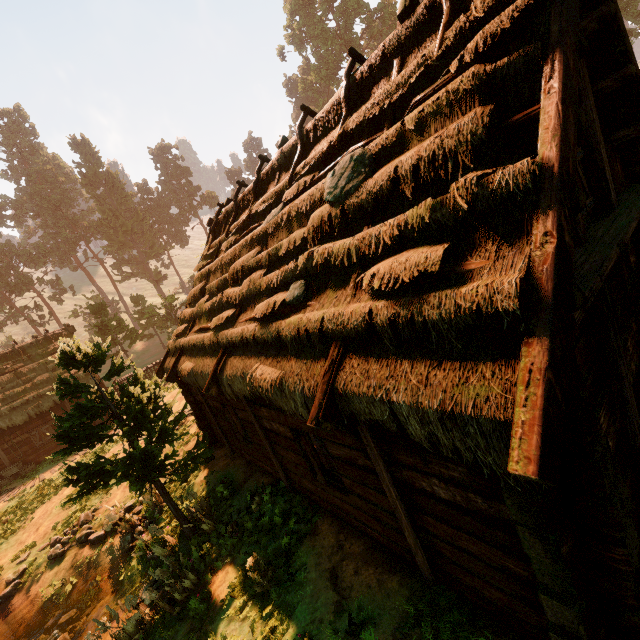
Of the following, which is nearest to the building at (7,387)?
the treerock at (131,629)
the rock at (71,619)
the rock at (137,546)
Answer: the rock at (137,546)

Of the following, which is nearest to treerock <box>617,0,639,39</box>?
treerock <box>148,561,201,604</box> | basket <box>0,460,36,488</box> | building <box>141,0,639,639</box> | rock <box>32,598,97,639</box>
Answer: building <box>141,0,639,639</box>

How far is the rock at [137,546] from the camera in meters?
9.4

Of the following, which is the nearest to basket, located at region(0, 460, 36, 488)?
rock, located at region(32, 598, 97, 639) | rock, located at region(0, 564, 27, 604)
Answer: rock, located at region(0, 564, 27, 604)

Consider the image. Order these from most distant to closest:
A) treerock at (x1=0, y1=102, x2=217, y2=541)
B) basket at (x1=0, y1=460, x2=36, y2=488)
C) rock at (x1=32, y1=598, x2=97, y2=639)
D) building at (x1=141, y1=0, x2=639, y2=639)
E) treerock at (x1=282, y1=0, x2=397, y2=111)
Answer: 1. treerock at (x1=282, y1=0, x2=397, y2=111)
2. basket at (x1=0, y1=460, x2=36, y2=488)
3. rock at (x1=32, y1=598, x2=97, y2=639)
4. treerock at (x1=0, y1=102, x2=217, y2=541)
5. building at (x1=141, y1=0, x2=639, y2=639)

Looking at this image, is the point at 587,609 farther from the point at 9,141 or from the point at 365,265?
the point at 9,141

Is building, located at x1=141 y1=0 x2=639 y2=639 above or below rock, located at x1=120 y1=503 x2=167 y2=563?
above

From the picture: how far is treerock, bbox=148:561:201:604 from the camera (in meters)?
6.99
